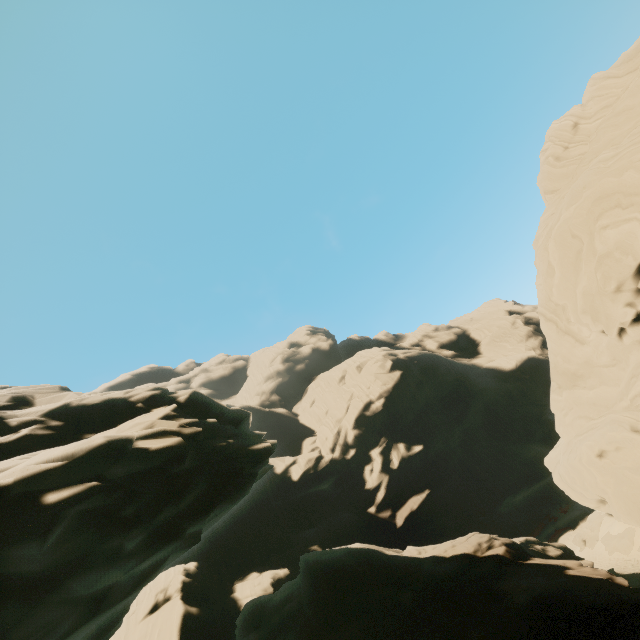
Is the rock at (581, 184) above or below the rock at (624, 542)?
above

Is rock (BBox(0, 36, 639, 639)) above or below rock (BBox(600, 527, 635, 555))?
above

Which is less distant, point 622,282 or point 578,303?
point 622,282

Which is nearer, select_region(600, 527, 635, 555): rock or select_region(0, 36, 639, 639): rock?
select_region(0, 36, 639, 639): rock

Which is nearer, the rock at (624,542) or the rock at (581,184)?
the rock at (581,184)
